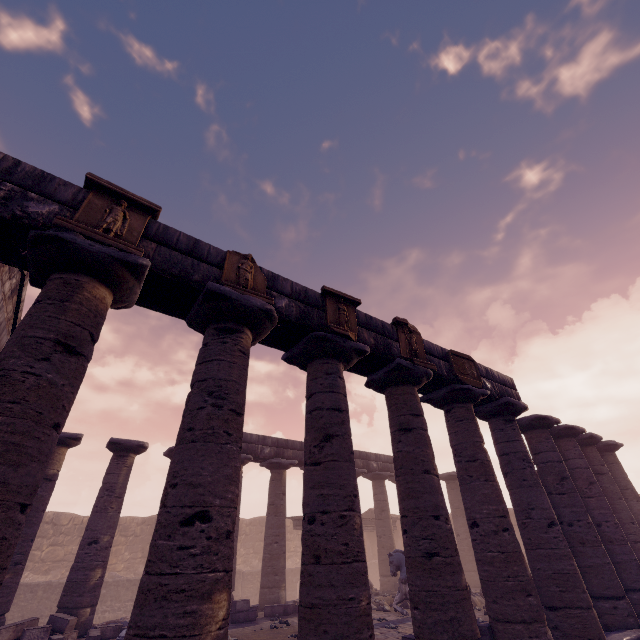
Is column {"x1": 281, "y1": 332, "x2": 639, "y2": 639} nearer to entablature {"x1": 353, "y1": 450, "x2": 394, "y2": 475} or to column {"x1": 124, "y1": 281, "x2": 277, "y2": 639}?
entablature {"x1": 353, "y1": 450, "x2": 394, "y2": 475}

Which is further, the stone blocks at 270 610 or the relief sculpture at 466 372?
the stone blocks at 270 610

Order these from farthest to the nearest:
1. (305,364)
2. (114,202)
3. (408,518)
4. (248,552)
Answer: (248,552) → (305,364) → (408,518) → (114,202)

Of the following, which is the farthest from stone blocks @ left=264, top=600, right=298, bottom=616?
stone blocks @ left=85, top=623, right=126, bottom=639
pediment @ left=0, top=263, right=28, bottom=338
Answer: pediment @ left=0, top=263, right=28, bottom=338

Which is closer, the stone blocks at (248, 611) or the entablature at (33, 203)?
the entablature at (33, 203)

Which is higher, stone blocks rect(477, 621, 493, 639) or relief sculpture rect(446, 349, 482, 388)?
relief sculpture rect(446, 349, 482, 388)

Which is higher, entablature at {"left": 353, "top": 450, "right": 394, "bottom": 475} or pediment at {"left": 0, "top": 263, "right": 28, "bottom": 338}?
pediment at {"left": 0, "top": 263, "right": 28, "bottom": 338}

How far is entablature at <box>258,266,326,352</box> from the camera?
6.1 meters
